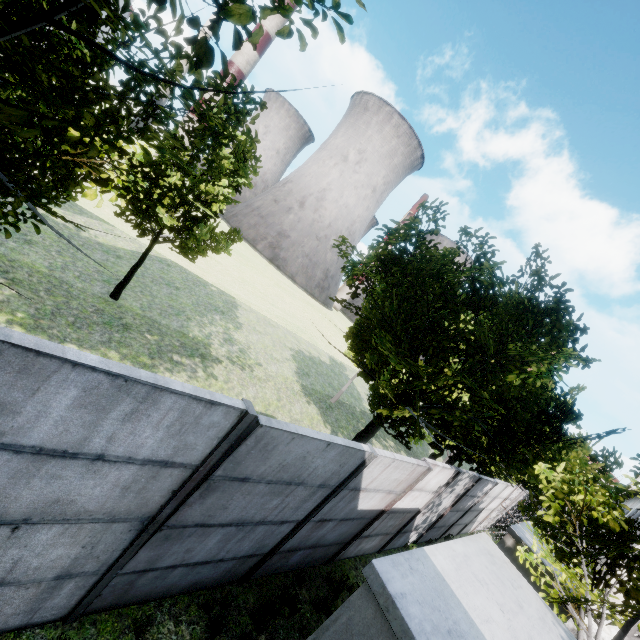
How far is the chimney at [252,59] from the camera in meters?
53.3 m

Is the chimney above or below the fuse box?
above

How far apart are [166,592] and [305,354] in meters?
20.2

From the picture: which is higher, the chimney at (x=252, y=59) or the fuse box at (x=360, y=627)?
the chimney at (x=252, y=59)

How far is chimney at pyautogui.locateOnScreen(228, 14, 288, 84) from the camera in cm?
5328

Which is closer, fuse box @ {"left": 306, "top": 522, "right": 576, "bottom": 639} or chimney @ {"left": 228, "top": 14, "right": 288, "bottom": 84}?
fuse box @ {"left": 306, "top": 522, "right": 576, "bottom": 639}
